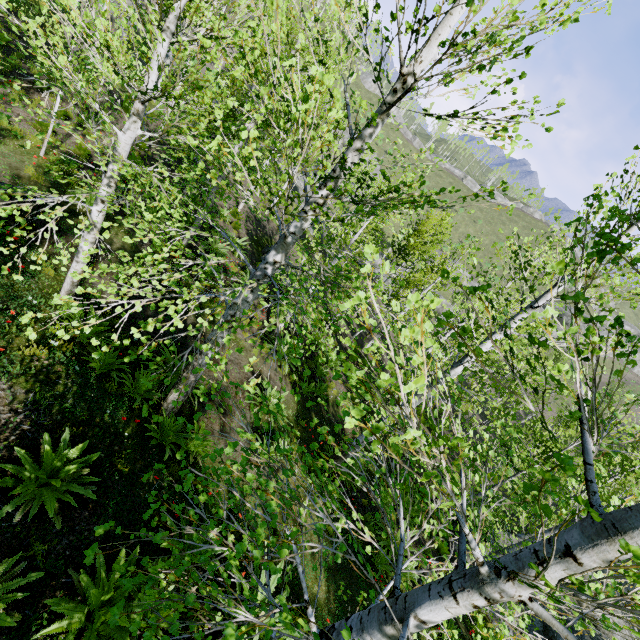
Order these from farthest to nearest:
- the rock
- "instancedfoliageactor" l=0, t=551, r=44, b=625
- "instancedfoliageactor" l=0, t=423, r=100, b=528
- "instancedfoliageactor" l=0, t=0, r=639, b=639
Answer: the rock → "instancedfoliageactor" l=0, t=423, r=100, b=528 → "instancedfoliageactor" l=0, t=551, r=44, b=625 → "instancedfoliageactor" l=0, t=0, r=639, b=639

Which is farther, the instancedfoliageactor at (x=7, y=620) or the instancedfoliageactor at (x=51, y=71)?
the instancedfoliageactor at (x=7, y=620)

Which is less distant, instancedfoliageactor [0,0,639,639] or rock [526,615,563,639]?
instancedfoliageactor [0,0,639,639]

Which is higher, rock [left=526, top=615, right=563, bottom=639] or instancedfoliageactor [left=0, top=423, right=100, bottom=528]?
instancedfoliageactor [left=0, top=423, right=100, bottom=528]

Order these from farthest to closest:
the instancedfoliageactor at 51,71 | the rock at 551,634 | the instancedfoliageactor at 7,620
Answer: the rock at 551,634
the instancedfoliageactor at 7,620
the instancedfoliageactor at 51,71

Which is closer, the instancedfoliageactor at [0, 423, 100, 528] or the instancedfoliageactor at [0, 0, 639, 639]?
the instancedfoliageactor at [0, 0, 639, 639]

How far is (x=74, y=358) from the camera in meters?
5.5 m
